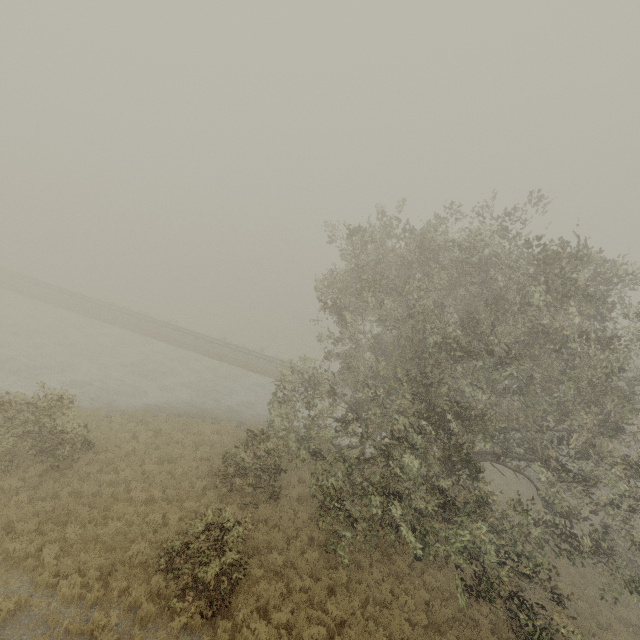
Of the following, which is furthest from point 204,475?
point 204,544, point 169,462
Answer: point 204,544
